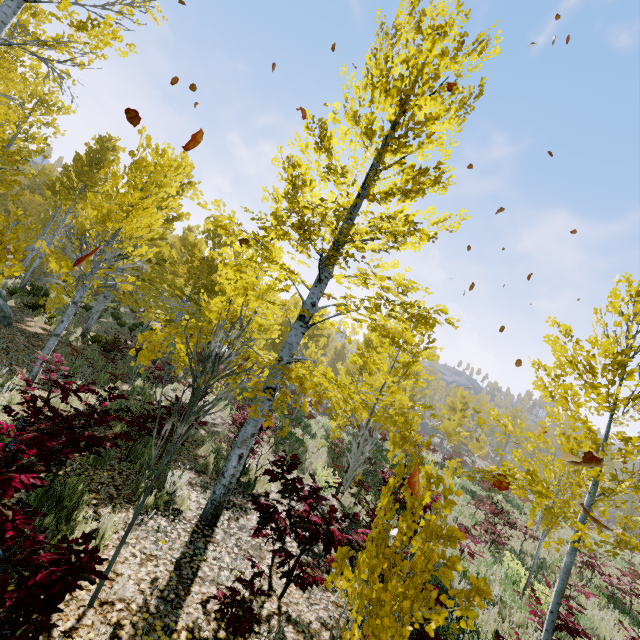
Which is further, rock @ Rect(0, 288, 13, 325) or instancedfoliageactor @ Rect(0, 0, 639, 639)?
rock @ Rect(0, 288, 13, 325)

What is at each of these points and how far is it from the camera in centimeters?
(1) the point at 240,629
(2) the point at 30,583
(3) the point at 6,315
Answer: (1) instancedfoliageactor, 306cm
(2) instancedfoliageactor, 184cm
(3) rock, 1049cm

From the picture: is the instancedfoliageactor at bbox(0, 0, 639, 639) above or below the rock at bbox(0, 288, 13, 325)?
above

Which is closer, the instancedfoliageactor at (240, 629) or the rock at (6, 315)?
the instancedfoliageactor at (240, 629)

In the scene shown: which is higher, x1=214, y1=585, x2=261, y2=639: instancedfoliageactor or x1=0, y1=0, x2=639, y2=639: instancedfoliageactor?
x1=0, y1=0, x2=639, y2=639: instancedfoliageactor
